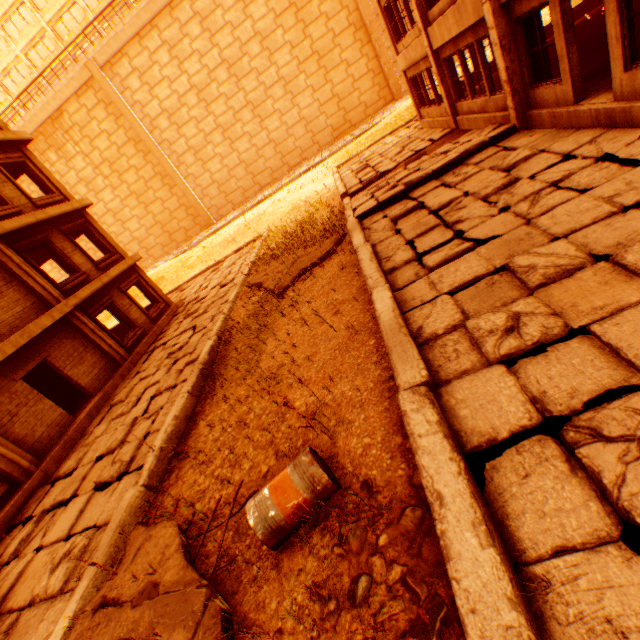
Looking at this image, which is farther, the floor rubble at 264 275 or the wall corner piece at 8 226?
the wall corner piece at 8 226

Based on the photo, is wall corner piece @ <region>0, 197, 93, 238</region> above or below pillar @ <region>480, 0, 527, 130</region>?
above

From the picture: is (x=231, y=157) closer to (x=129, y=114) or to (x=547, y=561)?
(x=129, y=114)

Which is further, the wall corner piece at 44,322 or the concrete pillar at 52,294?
the concrete pillar at 52,294

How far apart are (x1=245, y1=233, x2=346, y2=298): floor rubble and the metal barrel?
6.54m

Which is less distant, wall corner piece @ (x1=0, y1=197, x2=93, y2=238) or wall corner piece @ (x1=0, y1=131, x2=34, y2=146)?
wall corner piece @ (x1=0, y1=197, x2=93, y2=238)

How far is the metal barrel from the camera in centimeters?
314cm

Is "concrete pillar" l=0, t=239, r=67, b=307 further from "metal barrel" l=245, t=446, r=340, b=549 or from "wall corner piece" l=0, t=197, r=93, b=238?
"metal barrel" l=245, t=446, r=340, b=549
